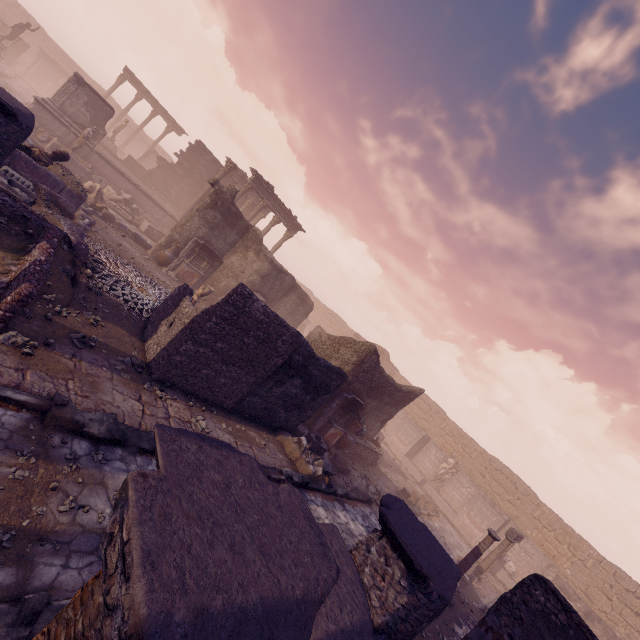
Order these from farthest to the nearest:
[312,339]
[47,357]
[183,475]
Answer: [312,339]
[47,357]
[183,475]

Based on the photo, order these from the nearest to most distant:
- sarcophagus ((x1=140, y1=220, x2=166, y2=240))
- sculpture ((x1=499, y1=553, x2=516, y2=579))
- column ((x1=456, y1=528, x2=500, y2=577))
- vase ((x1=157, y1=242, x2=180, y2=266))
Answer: column ((x1=456, y1=528, x2=500, y2=577))
vase ((x1=157, y1=242, x2=180, y2=266))
sculpture ((x1=499, y1=553, x2=516, y2=579))
sarcophagus ((x1=140, y1=220, x2=166, y2=240))

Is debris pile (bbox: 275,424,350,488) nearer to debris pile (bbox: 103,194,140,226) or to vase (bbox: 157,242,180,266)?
vase (bbox: 157,242,180,266)

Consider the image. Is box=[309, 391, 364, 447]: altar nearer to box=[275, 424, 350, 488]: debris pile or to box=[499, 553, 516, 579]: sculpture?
box=[275, 424, 350, 488]: debris pile

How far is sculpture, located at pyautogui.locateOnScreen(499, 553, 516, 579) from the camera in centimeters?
1827cm

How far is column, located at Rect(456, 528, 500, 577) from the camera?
10.4 meters

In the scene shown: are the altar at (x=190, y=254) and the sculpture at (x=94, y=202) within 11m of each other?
yes

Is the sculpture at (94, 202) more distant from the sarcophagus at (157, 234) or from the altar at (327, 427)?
the altar at (327, 427)
